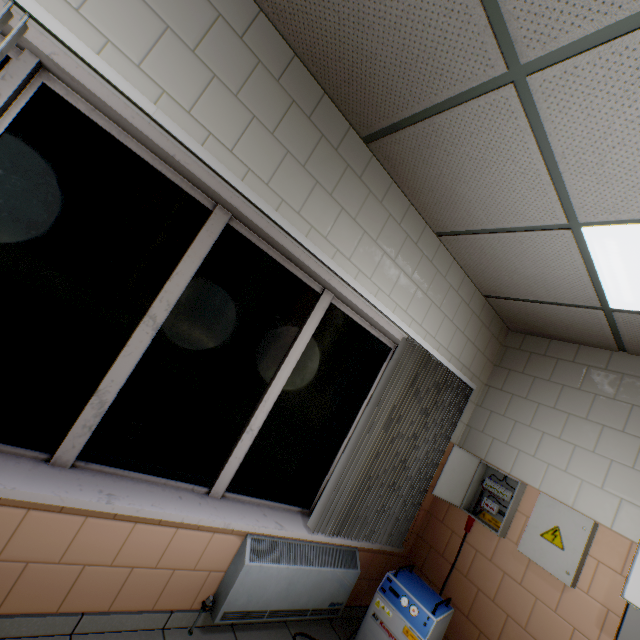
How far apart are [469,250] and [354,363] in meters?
1.3 m

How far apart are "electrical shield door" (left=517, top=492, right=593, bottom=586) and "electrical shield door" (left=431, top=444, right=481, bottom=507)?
0.6 meters

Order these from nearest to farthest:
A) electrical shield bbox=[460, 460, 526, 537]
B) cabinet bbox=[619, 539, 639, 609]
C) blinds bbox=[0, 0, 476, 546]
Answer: blinds bbox=[0, 0, 476, 546] < cabinet bbox=[619, 539, 639, 609] < electrical shield bbox=[460, 460, 526, 537]

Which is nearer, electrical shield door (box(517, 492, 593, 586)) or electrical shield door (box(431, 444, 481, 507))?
electrical shield door (box(517, 492, 593, 586))

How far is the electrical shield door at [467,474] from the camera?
3.02m

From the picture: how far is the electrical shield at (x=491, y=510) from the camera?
2.8m

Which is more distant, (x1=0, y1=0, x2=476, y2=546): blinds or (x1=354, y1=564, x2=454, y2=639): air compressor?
(x1=354, y1=564, x2=454, y2=639): air compressor

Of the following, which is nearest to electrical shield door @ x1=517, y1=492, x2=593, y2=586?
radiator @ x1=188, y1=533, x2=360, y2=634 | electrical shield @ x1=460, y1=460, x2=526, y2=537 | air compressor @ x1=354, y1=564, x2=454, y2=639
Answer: electrical shield @ x1=460, y1=460, x2=526, y2=537
